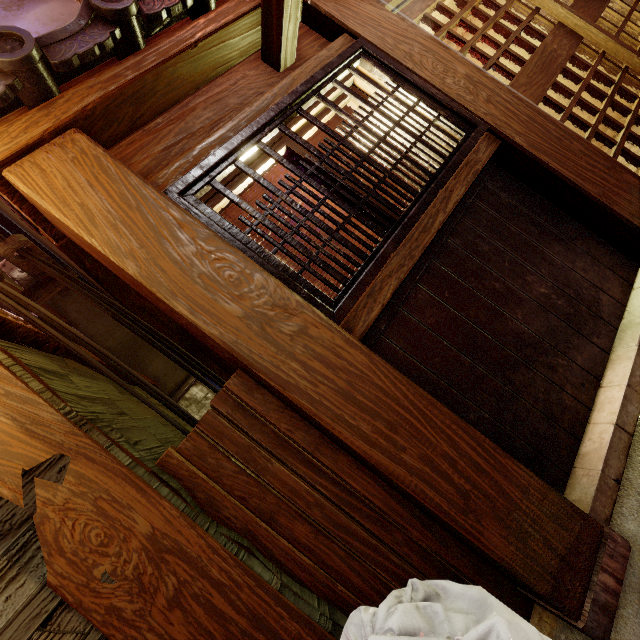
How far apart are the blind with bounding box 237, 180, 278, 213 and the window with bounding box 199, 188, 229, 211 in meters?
0.1 m

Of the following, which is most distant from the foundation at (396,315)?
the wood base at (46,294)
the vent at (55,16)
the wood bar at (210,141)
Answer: the vent at (55,16)

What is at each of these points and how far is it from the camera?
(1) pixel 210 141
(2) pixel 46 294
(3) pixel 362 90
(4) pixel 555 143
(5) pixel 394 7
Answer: (1) wood bar, 3.31m
(2) wood base, 4.84m
(3) window, 4.58m
(4) wood pole, 4.16m
(5) door frame, 4.82m

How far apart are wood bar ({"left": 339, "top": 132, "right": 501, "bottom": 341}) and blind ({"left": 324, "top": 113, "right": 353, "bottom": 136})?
1.04m

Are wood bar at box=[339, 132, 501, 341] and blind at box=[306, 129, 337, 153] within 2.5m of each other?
yes

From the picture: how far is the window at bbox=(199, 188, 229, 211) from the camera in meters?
3.4

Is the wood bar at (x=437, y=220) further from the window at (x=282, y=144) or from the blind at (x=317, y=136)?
the blind at (x=317, y=136)

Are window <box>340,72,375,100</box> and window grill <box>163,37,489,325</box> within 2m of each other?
yes
